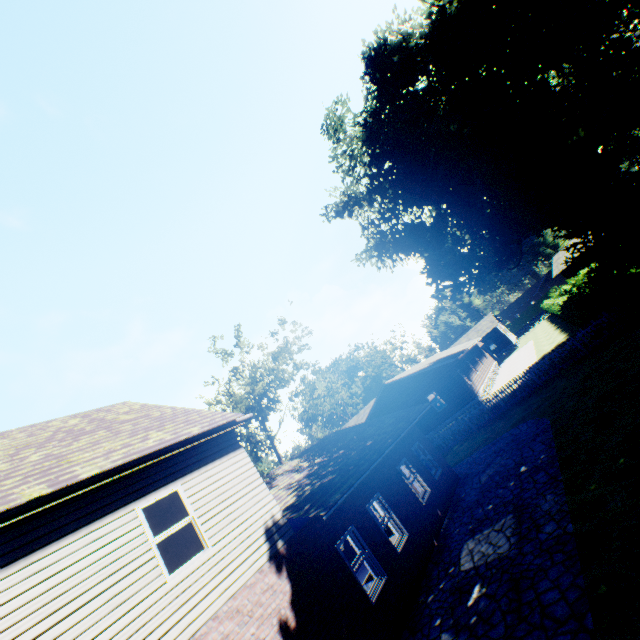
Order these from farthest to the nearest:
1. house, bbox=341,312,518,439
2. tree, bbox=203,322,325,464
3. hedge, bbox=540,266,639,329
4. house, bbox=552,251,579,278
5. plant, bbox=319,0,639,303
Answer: house, bbox=552,251,579,278, house, bbox=341,312,518,439, tree, bbox=203,322,325,464, plant, bbox=319,0,639,303, hedge, bbox=540,266,639,329

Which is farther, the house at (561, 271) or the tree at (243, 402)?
the house at (561, 271)

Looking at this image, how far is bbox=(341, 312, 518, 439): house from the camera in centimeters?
2691cm

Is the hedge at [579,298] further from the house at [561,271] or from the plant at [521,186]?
the house at [561,271]

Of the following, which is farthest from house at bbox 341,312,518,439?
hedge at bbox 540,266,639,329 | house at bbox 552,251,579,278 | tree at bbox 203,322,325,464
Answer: house at bbox 552,251,579,278

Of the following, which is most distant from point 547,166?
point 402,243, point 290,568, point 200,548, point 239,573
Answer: point 200,548

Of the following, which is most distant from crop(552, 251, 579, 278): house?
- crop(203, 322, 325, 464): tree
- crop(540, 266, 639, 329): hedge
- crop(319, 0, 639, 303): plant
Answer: crop(203, 322, 325, 464): tree

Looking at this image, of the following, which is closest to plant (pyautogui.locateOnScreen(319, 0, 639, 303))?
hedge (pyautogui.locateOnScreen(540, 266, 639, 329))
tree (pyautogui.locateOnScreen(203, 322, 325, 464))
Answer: hedge (pyautogui.locateOnScreen(540, 266, 639, 329))
